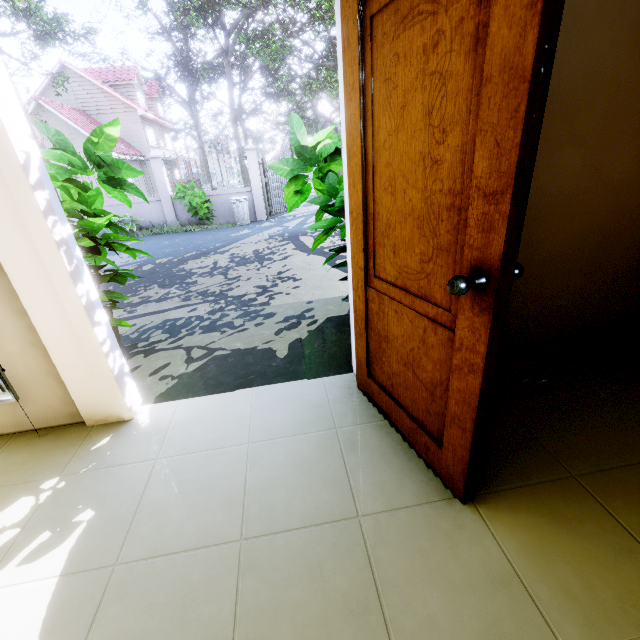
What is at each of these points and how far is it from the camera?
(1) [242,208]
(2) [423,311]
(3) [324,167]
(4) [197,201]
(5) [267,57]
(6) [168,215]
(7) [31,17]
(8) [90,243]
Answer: (1) trash can, 11.5m
(2) door, 1.4m
(3) plant, 3.1m
(4) plant, 10.6m
(5) tree, 18.9m
(6) fence, 11.9m
(7) tree, 16.3m
(8) plant, 2.1m

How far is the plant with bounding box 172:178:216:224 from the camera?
10.5 meters

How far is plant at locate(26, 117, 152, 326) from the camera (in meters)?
2.33

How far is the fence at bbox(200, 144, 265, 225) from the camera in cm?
1157

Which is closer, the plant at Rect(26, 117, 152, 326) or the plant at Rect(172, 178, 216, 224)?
the plant at Rect(26, 117, 152, 326)

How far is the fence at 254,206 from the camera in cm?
1157

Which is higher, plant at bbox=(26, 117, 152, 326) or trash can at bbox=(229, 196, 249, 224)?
Answer: plant at bbox=(26, 117, 152, 326)

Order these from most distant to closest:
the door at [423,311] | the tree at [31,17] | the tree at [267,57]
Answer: the tree at [267,57], the tree at [31,17], the door at [423,311]
